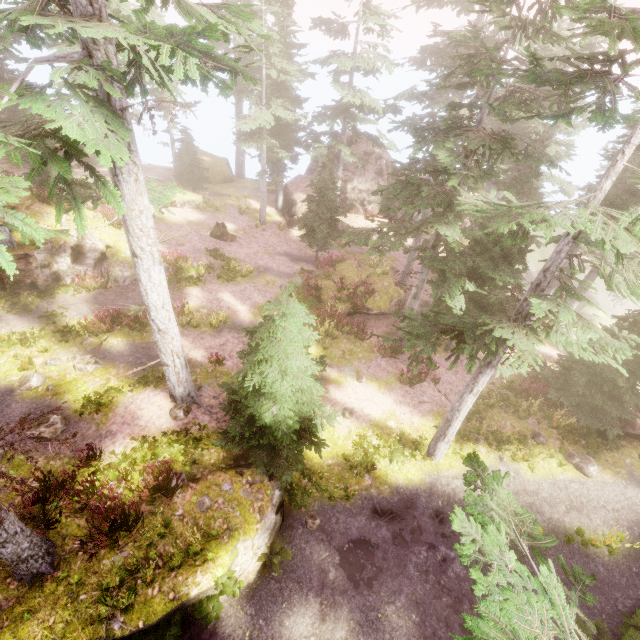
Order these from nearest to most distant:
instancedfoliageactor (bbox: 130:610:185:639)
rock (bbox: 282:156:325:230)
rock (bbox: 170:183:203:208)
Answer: instancedfoliageactor (bbox: 130:610:185:639)
rock (bbox: 170:183:203:208)
rock (bbox: 282:156:325:230)

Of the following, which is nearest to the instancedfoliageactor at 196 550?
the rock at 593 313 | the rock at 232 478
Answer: the rock at 232 478

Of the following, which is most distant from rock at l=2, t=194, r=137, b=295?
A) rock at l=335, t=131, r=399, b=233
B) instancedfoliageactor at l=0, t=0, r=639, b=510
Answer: rock at l=335, t=131, r=399, b=233

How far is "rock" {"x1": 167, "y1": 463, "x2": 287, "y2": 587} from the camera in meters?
9.3 m

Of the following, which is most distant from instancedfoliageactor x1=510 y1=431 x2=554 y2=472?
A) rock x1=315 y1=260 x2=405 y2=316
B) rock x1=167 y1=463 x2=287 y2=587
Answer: rock x1=315 y1=260 x2=405 y2=316

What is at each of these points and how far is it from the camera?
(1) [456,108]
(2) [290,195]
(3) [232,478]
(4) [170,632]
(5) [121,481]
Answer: (1) instancedfoliageactor, 17.1m
(2) rock, 29.6m
(3) rock, 10.3m
(4) instancedfoliageactor, 8.0m
(5) instancedfoliageactor, 9.8m

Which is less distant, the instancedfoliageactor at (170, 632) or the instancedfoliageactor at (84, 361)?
the instancedfoliageactor at (170, 632)

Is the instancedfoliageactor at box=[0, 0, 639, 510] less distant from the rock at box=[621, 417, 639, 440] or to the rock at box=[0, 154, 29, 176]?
the rock at box=[621, 417, 639, 440]
